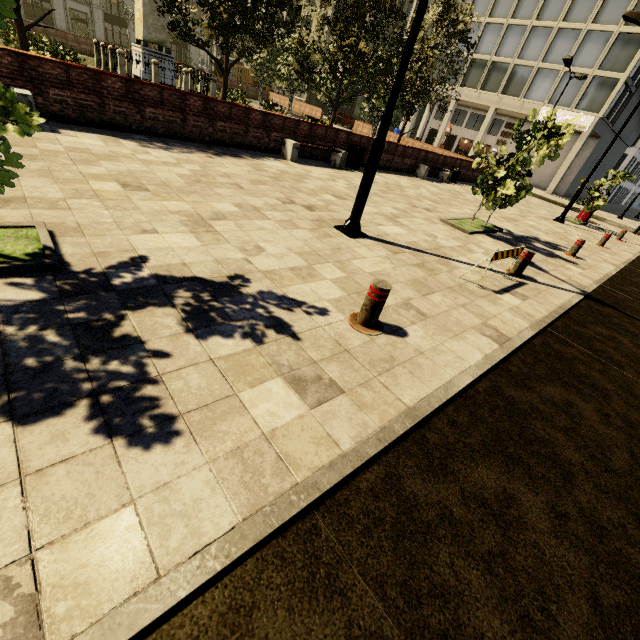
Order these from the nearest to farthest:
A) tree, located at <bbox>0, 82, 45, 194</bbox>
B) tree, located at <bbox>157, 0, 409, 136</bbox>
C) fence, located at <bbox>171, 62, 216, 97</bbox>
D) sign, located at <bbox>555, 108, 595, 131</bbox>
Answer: tree, located at <bbox>0, 82, 45, 194</bbox> → tree, located at <bbox>157, 0, 409, 136</bbox> → fence, located at <bbox>171, 62, 216, 97</bbox> → sign, located at <bbox>555, 108, 595, 131</bbox>

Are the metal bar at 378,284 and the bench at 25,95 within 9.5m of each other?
yes

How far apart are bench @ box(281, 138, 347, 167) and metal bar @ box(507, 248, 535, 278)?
7.9m

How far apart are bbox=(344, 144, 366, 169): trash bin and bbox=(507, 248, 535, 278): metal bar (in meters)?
8.42

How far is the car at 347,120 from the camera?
37.7 meters

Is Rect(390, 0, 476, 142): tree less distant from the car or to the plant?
the plant

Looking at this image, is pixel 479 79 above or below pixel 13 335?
above

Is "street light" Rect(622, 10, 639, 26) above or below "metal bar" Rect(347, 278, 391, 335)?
above
